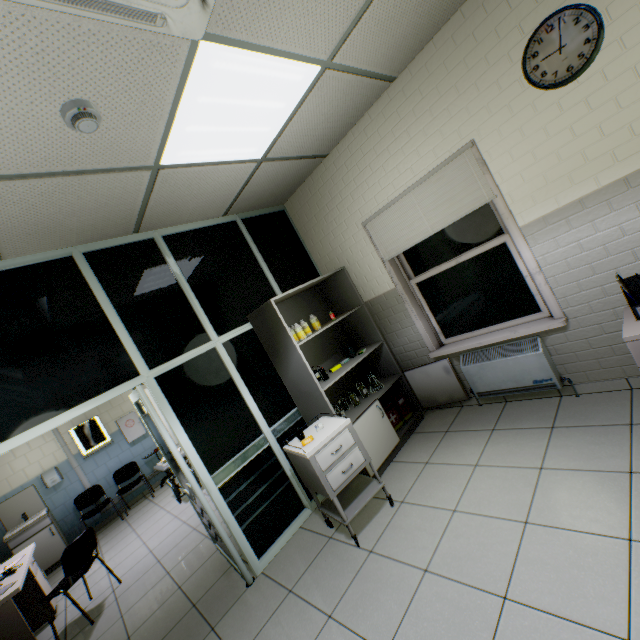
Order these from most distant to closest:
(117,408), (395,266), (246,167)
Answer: (117,408) → (395,266) → (246,167)

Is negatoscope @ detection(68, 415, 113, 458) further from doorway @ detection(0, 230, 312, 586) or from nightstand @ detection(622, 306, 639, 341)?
nightstand @ detection(622, 306, 639, 341)

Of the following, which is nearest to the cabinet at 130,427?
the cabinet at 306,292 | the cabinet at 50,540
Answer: the cabinet at 50,540

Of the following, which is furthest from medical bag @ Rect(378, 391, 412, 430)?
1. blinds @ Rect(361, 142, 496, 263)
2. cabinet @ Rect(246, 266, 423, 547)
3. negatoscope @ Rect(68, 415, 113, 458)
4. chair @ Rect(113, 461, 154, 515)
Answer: negatoscope @ Rect(68, 415, 113, 458)

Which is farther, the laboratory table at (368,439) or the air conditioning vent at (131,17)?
the laboratory table at (368,439)

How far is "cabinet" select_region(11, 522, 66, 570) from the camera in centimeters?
559cm

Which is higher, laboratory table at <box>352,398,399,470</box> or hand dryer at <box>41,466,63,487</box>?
hand dryer at <box>41,466,63,487</box>

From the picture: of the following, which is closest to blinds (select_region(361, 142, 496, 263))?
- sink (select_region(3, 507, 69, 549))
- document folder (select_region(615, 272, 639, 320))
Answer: document folder (select_region(615, 272, 639, 320))
